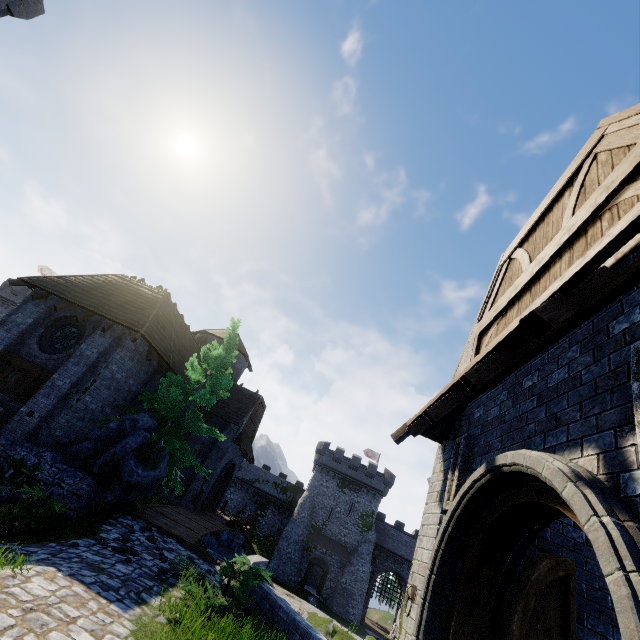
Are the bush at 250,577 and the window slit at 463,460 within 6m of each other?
yes

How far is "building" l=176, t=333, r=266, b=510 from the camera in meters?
21.8

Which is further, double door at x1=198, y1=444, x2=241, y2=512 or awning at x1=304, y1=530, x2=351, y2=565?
awning at x1=304, y1=530, x2=351, y2=565

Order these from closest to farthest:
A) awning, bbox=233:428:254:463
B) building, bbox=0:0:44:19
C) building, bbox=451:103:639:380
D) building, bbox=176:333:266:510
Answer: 1. building, bbox=451:103:639:380
2. building, bbox=0:0:44:19
3. building, bbox=176:333:266:510
4. awning, bbox=233:428:254:463

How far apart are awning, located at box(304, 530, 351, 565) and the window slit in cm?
4334

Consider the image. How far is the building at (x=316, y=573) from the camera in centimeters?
4378cm

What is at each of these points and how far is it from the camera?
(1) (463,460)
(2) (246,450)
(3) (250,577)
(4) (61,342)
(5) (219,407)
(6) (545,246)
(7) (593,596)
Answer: (1) window slit, 5.15m
(2) awning, 25.28m
(3) bush, 7.76m
(4) window glass, 14.46m
(5) building, 24.64m
(6) building, 5.55m
(7) building, 5.04m

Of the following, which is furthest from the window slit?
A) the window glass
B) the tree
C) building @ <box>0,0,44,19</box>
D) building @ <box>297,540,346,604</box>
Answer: building @ <box>297,540,346,604</box>
